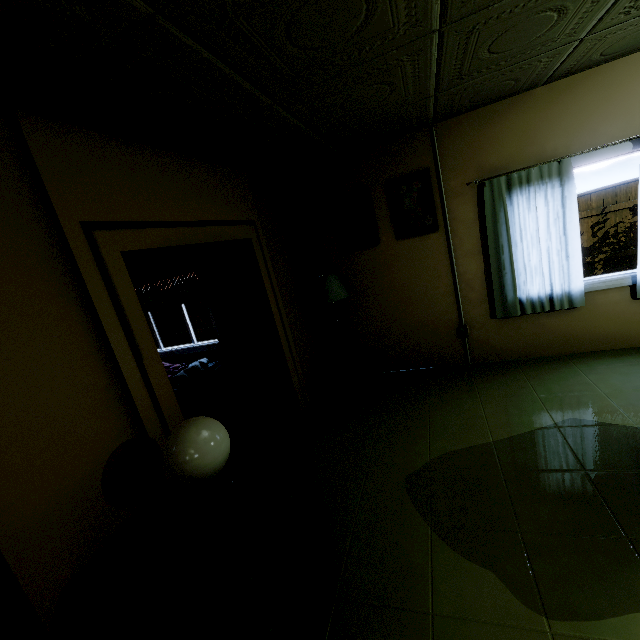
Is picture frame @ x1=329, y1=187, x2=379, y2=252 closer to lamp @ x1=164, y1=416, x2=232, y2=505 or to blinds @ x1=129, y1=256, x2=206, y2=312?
blinds @ x1=129, y1=256, x2=206, y2=312

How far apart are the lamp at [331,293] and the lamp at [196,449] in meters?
2.5 m

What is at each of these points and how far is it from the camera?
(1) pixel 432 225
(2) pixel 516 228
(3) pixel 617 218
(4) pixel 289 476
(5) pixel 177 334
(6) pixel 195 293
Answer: (1) picture frame, 3.7m
(2) curtain, 3.4m
(3) fence, 7.0m
(4) dresser, 1.8m
(5) fence, 11.6m
(6) blinds, 4.9m

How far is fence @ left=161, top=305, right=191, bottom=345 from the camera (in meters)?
11.39

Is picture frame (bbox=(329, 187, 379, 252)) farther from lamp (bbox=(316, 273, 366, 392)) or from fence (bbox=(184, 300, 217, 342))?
fence (bbox=(184, 300, 217, 342))

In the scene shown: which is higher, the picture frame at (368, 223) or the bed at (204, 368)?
the picture frame at (368, 223)

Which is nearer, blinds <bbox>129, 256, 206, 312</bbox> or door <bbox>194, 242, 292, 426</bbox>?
door <bbox>194, 242, 292, 426</bbox>

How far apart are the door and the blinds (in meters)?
1.01
